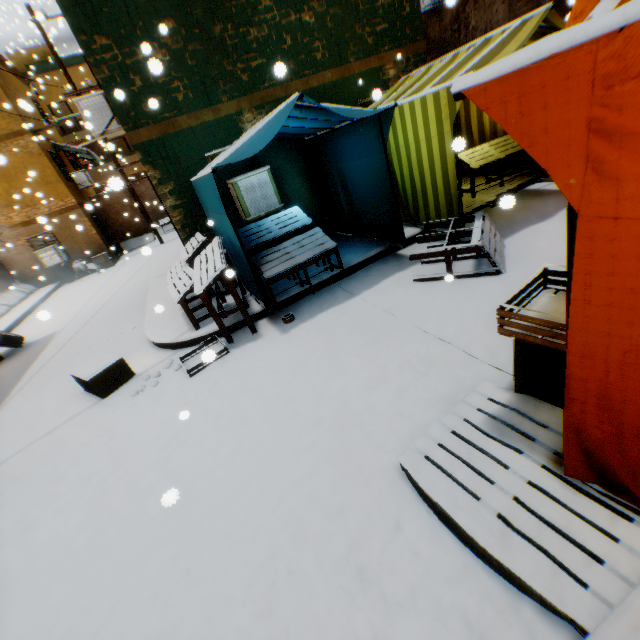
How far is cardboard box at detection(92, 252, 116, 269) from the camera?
Answer: 15.6m

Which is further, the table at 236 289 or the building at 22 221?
the building at 22 221

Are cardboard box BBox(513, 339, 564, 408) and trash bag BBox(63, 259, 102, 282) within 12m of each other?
no

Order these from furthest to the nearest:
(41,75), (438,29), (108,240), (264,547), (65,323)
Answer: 1. (41,75)
2. (108,240)
3. (438,29)
4. (65,323)
5. (264,547)

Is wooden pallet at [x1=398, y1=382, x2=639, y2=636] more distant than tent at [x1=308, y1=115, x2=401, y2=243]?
No

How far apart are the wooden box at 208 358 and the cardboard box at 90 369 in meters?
0.9 m

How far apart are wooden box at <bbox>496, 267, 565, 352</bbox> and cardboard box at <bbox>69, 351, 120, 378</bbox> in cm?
503

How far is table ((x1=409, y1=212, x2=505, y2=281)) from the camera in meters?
4.2 m
